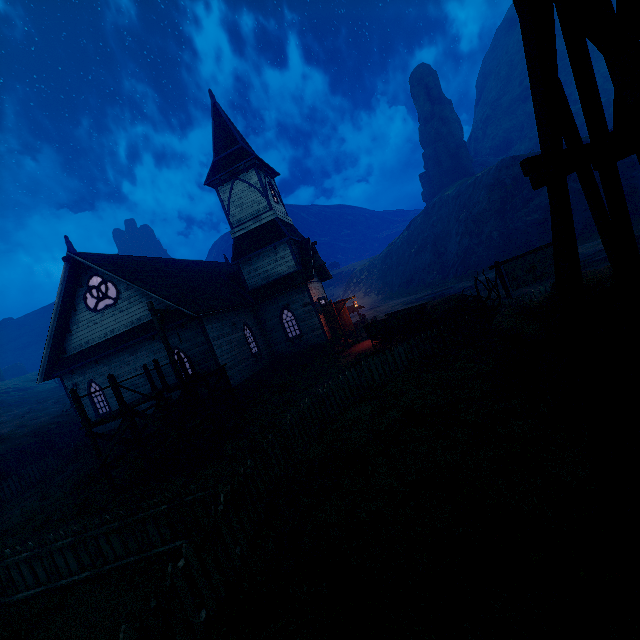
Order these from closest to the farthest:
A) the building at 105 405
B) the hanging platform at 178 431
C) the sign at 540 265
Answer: the hanging platform at 178 431 < the sign at 540 265 < the building at 105 405

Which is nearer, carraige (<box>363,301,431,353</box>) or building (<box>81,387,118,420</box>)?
carraige (<box>363,301,431,353</box>)

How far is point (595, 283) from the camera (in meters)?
5.56

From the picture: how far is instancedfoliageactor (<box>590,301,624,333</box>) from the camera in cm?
495

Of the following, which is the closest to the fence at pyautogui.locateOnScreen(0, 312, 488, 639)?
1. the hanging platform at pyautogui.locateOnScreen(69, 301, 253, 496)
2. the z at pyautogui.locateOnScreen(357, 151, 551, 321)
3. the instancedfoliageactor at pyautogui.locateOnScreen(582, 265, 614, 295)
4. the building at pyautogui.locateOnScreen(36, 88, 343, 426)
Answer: the z at pyautogui.locateOnScreen(357, 151, 551, 321)

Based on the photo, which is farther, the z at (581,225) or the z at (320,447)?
the z at (581,225)

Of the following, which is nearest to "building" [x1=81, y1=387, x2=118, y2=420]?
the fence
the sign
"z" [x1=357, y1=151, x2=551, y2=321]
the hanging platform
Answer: "z" [x1=357, y1=151, x2=551, y2=321]

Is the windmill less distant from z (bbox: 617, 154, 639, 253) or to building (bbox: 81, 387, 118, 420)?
z (bbox: 617, 154, 639, 253)
